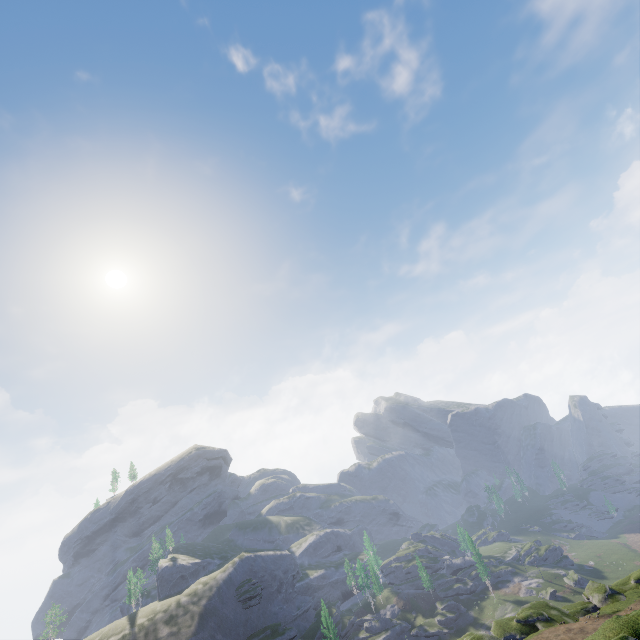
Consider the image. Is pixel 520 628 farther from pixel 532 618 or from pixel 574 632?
pixel 574 632
